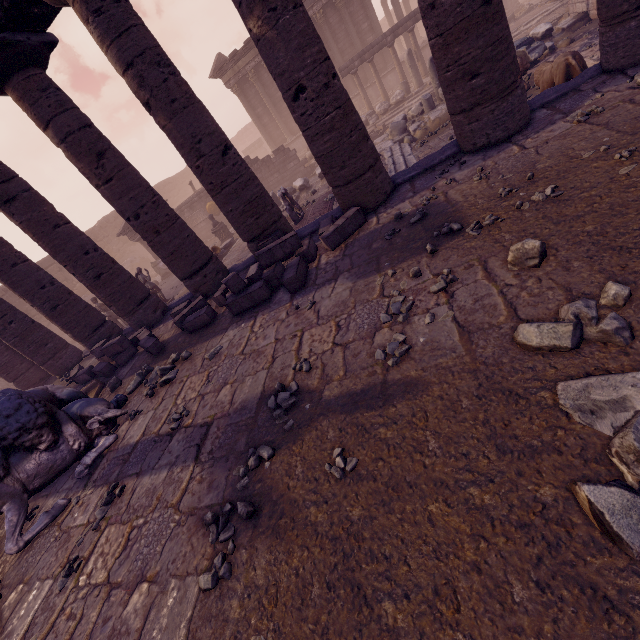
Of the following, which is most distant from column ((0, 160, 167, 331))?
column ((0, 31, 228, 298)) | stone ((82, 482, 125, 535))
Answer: stone ((82, 482, 125, 535))

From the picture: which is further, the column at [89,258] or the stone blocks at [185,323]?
the column at [89,258]

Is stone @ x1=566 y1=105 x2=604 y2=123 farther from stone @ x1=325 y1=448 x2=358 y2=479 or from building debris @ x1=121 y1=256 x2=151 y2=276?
building debris @ x1=121 y1=256 x2=151 y2=276

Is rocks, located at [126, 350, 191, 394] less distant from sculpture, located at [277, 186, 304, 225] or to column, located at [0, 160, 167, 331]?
column, located at [0, 160, 167, 331]

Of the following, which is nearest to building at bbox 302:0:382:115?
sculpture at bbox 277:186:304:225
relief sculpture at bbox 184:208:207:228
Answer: relief sculpture at bbox 184:208:207:228

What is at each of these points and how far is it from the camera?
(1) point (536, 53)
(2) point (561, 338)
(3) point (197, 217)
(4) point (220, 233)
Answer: (1) building debris, 9.50m
(2) rocks, 2.21m
(3) relief sculpture, 21.08m
(4) pedestal, 16.19m

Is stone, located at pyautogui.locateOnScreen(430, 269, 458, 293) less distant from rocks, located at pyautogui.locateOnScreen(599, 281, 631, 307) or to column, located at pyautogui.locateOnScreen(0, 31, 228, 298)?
rocks, located at pyautogui.locateOnScreen(599, 281, 631, 307)

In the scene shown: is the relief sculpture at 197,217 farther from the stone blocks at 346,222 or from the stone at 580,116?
the stone at 580,116
